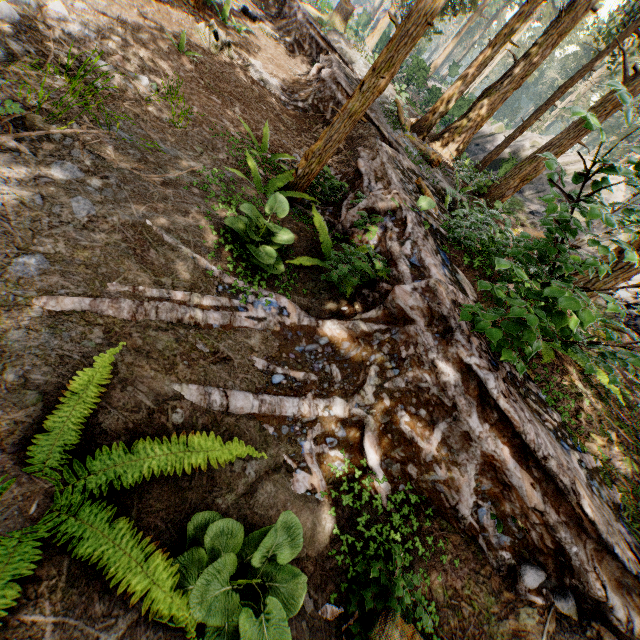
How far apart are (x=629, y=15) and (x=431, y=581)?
25.0m

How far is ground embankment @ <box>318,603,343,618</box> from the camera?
2.44m

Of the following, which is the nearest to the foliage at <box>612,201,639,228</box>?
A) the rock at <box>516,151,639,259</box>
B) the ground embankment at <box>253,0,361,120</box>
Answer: the ground embankment at <box>253,0,361,120</box>

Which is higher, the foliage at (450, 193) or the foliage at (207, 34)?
the foliage at (450, 193)

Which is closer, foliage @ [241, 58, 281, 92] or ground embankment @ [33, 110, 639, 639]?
ground embankment @ [33, 110, 639, 639]

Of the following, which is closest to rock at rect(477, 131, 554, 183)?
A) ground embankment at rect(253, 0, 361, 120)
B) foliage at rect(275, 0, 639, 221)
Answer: foliage at rect(275, 0, 639, 221)

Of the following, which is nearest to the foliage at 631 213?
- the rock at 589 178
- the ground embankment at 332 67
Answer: the ground embankment at 332 67
